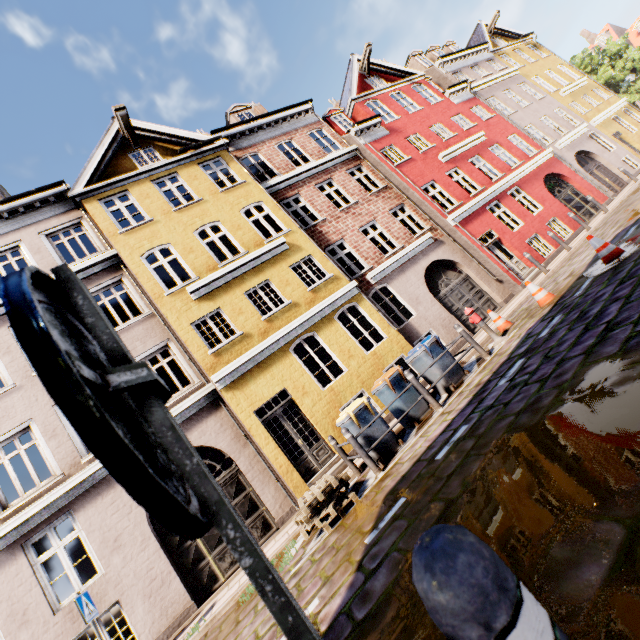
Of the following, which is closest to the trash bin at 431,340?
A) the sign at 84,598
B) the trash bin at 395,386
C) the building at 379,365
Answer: the trash bin at 395,386

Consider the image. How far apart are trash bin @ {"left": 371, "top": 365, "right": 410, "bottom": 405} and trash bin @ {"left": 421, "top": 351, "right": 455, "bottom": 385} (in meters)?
0.35

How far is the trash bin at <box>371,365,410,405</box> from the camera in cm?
758

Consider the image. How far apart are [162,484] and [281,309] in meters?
10.7 m

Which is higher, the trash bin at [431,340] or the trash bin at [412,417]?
the trash bin at [431,340]

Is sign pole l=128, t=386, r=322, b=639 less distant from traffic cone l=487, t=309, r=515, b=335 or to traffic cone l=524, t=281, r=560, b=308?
traffic cone l=524, t=281, r=560, b=308

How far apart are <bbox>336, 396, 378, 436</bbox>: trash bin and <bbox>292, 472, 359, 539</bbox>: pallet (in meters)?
0.67

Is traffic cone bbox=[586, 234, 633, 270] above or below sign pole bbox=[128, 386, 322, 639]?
below
